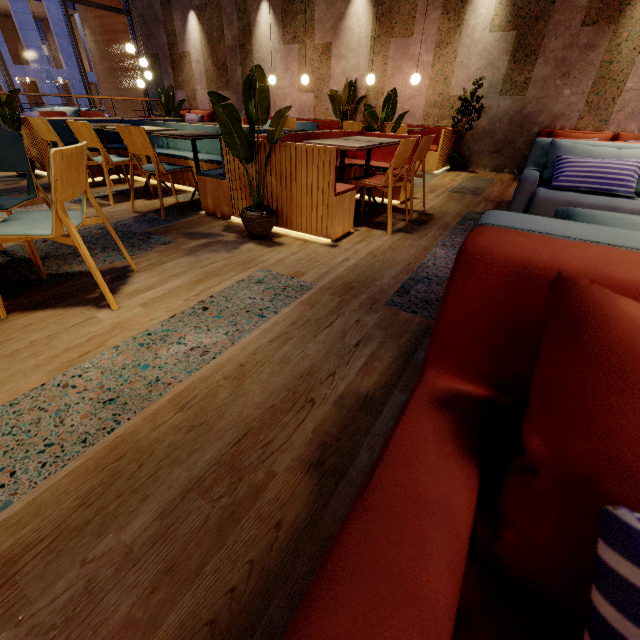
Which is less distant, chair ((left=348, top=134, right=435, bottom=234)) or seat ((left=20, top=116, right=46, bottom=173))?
chair ((left=348, top=134, right=435, bottom=234))

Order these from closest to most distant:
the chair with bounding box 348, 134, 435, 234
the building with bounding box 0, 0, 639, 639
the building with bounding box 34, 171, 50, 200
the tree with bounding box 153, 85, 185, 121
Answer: the building with bounding box 0, 0, 639, 639, the chair with bounding box 348, 134, 435, 234, the building with bounding box 34, 171, 50, 200, the tree with bounding box 153, 85, 185, 121

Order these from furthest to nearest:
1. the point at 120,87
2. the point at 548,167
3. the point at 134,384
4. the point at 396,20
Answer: the point at 120,87 < the point at 396,20 < the point at 548,167 < the point at 134,384

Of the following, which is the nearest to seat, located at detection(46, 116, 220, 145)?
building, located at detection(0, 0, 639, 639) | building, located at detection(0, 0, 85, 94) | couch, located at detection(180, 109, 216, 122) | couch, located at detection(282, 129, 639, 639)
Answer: building, located at detection(0, 0, 639, 639)

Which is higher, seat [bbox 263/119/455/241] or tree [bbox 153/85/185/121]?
tree [bbox 153/85/185/121]

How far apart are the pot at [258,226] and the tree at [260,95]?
0.03m

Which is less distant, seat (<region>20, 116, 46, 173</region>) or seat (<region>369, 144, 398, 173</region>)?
seat (<region>369, 144, 398, 173</region>)

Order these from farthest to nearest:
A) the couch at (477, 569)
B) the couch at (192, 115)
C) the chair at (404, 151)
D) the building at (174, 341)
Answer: the couch at (192, 115) < the chair at (404, 151) < the building at (174, 341) < the couch at (477, 569)
